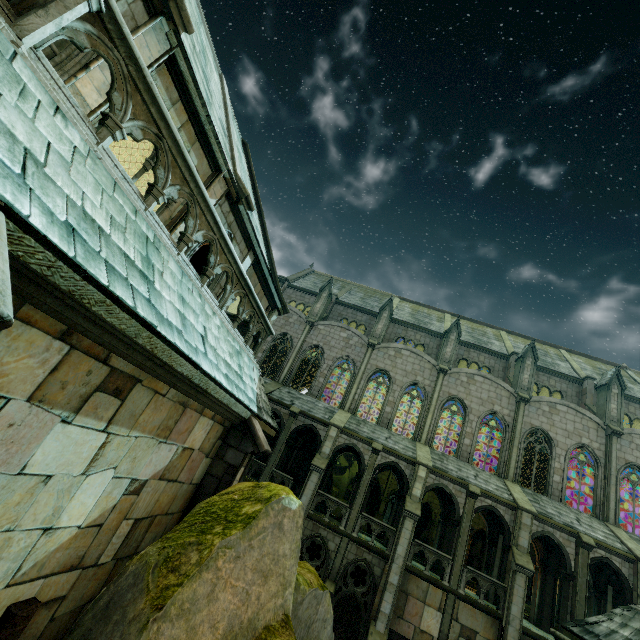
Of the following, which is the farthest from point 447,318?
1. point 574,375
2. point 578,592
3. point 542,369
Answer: point 578,592

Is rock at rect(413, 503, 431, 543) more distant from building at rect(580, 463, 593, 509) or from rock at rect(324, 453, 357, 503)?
rock at rect(324, 453, 357, 503)

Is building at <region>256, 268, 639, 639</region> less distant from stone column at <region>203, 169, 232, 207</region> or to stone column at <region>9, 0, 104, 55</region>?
stone column at <region>203, 169, 232, 207</region>

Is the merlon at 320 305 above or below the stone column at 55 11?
above

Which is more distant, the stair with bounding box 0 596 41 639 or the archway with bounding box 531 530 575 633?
the archway with bounding box 531 530 575 633

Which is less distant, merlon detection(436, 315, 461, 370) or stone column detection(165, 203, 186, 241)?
stone column detection(165, 203, 186, 241)

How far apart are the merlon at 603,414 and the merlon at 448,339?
10.6m

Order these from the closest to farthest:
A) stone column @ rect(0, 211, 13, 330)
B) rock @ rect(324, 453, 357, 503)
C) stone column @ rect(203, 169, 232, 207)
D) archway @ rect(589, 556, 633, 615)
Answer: stone column @ rect(0, 211, 13, 330) < stone column @ rect(203, 169, 232, 207) < archway @ rect(589, 556, 633, 615) < rock @ rect(324, 453, 357, 503)
